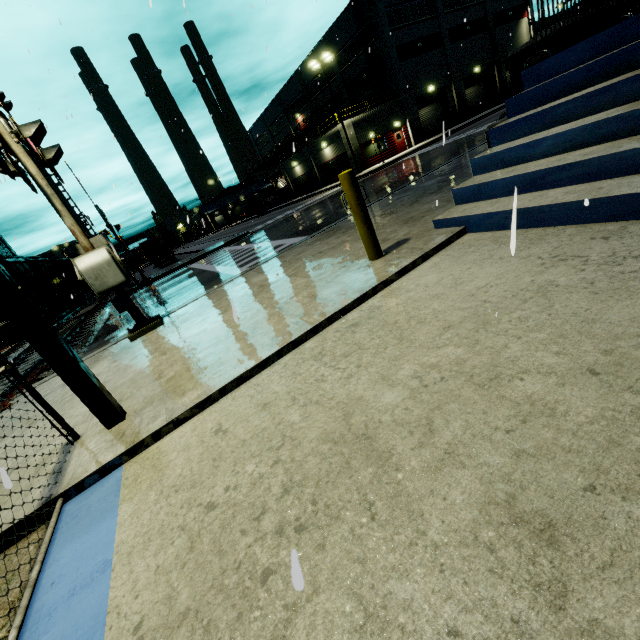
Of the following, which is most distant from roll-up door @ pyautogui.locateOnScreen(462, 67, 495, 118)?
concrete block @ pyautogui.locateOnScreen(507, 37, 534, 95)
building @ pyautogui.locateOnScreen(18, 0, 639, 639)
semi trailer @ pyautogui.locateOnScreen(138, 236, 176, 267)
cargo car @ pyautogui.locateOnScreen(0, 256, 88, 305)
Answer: cargo car @ pyautogui.locateOnScreen(0, 256, 88, 305)

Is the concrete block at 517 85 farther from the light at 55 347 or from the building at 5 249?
the light at 55 347

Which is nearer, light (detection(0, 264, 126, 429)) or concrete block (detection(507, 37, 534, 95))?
light (detection(0, 264, 126, 429))

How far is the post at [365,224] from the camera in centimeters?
403cm

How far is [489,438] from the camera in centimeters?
153cm

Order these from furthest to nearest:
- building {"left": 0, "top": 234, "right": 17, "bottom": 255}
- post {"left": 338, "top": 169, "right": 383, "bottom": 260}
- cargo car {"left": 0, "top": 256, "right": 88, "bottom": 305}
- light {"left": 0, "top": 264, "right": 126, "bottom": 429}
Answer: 1. building {"left": 0, "top": 234, "right": 17, "bottom": 255}
2. cargo car {"left": 0, "top": 256, "right": 88, "bottom": 305}
3. post {"left": 338, "top": 169, "right": 383, "bottom": 260}
4. light {"left": 0, "top": 264, "right": 126, "bottom": 429}

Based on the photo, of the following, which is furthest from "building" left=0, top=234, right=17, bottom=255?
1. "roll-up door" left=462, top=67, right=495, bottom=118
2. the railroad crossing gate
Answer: the railroad crossing gate

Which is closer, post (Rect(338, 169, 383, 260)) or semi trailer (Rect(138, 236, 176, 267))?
post (Rect(338, 169, 383, 260))
